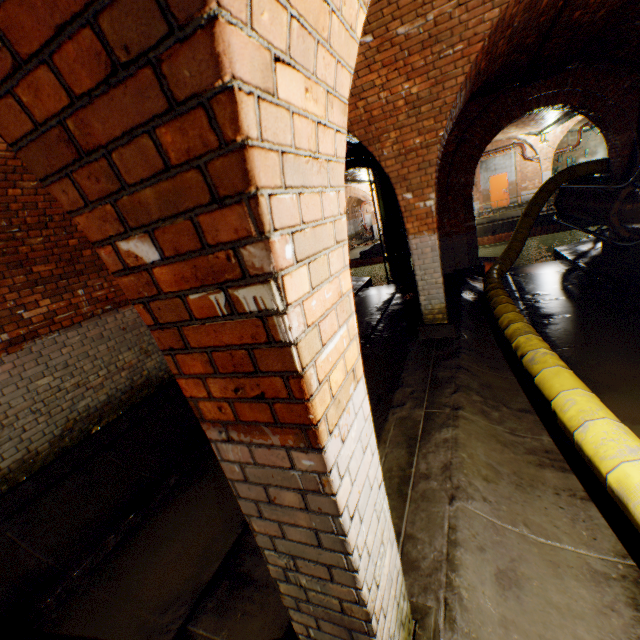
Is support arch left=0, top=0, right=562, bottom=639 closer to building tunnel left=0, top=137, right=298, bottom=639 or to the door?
building tunnel left=0, top=137, right=298, bottom=639

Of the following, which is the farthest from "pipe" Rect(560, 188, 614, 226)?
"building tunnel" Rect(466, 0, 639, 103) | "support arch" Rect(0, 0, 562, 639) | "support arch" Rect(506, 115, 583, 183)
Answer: "support arch" Rect(506, 115, 583, 183)

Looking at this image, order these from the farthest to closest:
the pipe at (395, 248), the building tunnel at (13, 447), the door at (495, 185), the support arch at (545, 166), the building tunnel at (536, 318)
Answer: the door at (495, 185) < the support arch at (545, 166) < the pipe at (395, 248) < the building tunnel at (536, 318) < the building tunnel at (13, 447)

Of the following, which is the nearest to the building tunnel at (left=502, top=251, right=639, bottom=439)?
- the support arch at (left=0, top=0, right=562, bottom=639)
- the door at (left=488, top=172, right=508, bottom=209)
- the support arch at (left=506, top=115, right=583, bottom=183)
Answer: the support arch at (left=0, top=0, right=562, bottom=639)

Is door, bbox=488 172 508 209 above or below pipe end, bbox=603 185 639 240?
above

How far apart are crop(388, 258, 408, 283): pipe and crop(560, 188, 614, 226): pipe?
5.7m

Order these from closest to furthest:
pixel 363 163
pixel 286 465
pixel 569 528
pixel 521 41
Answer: pixel 286 465 → pixel 569 528 → pixel 521 41 → pixel 363 163

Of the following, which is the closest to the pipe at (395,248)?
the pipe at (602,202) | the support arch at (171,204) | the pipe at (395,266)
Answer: the pipe at (395,266)
